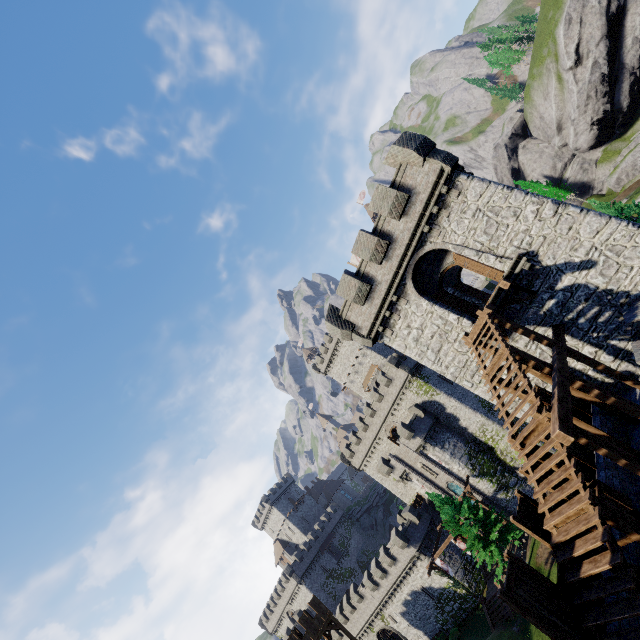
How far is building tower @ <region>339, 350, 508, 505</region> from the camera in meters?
43.0

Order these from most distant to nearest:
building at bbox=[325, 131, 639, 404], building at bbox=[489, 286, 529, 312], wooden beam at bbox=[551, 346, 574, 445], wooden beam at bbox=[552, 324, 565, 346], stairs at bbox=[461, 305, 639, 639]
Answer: building at bbox=[489, 286, 529, 312]
building at bbox=[325, 131, 639, 404]
wooden beam at bbox=[552, 324, 565, 346]
wooden beam at bbox=[551, 346, 574, 445]
stairs at bbox=[461, 305, 639, 639]

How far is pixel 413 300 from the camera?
17.9m

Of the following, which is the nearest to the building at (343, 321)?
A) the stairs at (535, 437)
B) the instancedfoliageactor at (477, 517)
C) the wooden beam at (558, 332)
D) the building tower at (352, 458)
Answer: the wooden beam at (558, 332)

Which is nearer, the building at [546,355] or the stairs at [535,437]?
the stairs at [535,437]

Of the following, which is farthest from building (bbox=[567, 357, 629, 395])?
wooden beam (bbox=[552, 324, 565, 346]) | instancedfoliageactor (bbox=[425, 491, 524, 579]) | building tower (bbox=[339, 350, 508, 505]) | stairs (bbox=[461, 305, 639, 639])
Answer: building tower (bbox=[339, 350, 508, 505])

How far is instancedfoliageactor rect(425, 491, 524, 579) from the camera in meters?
28.2

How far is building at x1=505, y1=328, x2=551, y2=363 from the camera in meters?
15.1
